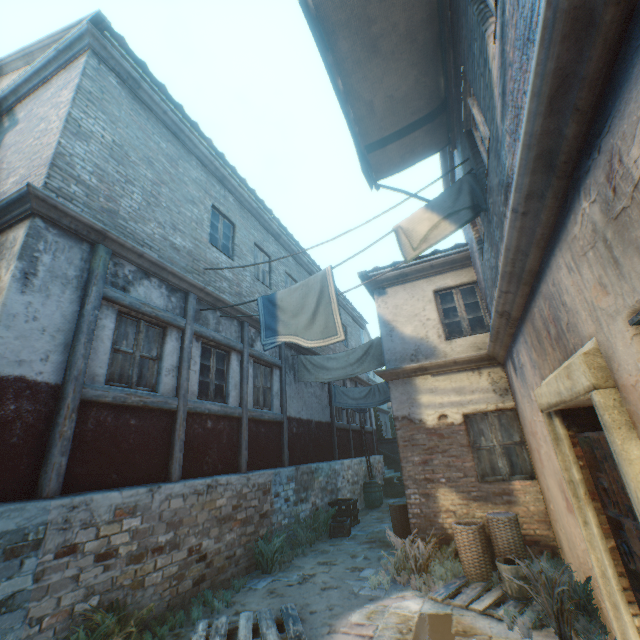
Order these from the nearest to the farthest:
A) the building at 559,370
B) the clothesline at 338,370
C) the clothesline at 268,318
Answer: the building at 559,370, the clothesline at 268,318, the clothesline at 338,370

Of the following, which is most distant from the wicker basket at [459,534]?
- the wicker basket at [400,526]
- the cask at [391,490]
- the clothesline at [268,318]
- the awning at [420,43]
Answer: the cask at [391,490]

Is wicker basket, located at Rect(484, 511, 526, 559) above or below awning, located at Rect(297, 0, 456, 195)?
below

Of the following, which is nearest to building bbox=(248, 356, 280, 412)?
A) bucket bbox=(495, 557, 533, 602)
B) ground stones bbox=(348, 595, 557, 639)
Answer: ground stones bbox=(348, 595, 557, 639)

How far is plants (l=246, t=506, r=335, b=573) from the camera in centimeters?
684cm

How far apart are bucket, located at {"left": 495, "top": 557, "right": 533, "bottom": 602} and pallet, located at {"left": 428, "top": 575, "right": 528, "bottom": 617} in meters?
0.0

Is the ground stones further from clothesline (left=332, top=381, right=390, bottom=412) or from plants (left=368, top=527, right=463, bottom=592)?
clothesline (left=332, top=381, right=390, bottom=412)

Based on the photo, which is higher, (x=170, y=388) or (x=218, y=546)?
(x=170, y=388)
